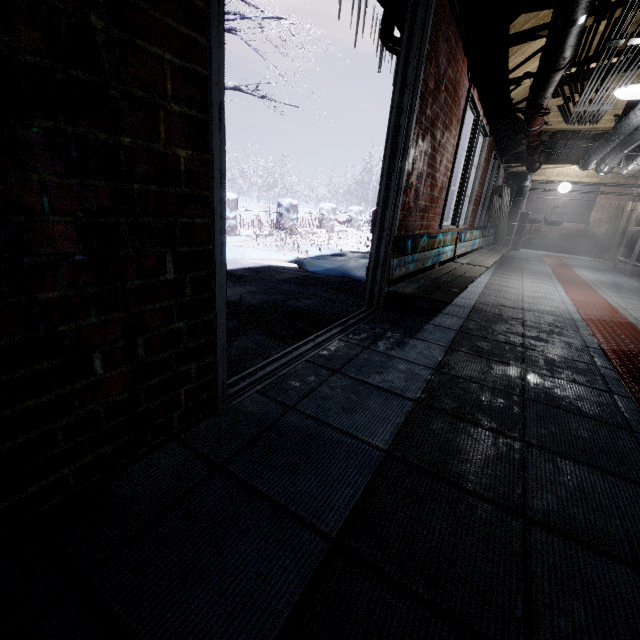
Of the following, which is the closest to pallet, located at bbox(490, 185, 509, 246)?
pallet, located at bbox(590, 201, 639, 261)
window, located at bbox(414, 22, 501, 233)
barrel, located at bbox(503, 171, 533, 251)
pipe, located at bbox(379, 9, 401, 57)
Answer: window, located at bbox(414, 22, 501, 233)

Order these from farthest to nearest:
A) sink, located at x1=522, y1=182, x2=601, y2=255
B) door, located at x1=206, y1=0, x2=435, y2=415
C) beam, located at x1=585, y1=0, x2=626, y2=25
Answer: sink, located at x1=522, y1=182, x2=601, y2=255 → beam, located at x1=585, y1=0, x2=626, y2=25 → door, located at x1=206, y1=0, x2=435, y2=415

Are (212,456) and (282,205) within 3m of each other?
no

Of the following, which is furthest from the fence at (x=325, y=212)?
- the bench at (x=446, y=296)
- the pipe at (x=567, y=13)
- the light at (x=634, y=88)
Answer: the light at (x=634, y=88)

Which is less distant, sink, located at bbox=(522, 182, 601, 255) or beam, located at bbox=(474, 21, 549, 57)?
beam, located at bbox=(474, 21, 549, 57)

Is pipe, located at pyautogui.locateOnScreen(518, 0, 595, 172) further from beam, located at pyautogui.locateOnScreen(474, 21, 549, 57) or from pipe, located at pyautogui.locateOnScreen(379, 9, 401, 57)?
pipe, located at pyautogui.locateOnScreen(379, 9, 401, 57)

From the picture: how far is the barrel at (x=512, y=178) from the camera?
8.1 meters

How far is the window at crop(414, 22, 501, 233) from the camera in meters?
2.5 m
